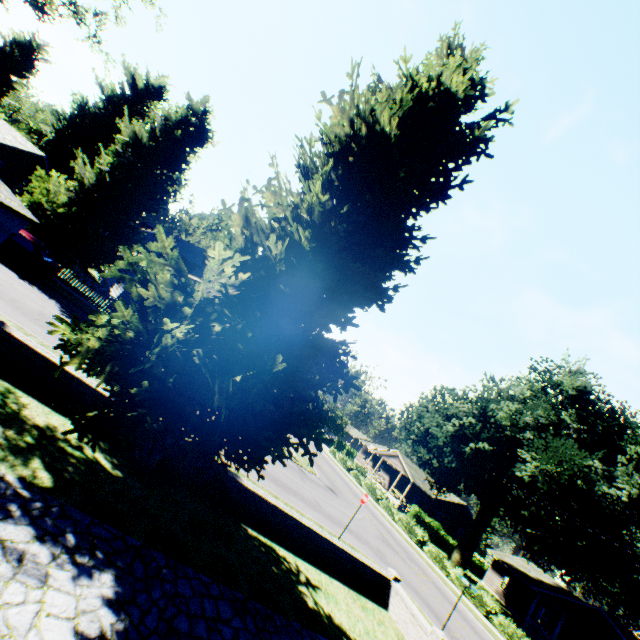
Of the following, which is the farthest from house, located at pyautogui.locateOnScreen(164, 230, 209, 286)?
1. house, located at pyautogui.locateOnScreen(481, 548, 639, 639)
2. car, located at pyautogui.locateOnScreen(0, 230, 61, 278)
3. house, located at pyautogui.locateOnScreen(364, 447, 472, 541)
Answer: house, located at pyautogui.locateOnScreen(481, 548, 639, 639)

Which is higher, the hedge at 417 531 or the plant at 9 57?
the plant at 9 57

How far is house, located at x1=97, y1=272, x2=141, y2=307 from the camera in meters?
25.0

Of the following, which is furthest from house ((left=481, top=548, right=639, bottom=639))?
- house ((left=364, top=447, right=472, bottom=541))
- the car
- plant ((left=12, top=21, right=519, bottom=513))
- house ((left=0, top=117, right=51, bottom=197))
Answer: the car

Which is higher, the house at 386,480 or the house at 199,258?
the house at 199,258

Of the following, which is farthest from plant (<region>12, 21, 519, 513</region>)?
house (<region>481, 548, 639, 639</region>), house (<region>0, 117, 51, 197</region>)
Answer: house (<region>481, 548, 639, 639</region>)

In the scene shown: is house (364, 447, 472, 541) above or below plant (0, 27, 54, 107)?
below

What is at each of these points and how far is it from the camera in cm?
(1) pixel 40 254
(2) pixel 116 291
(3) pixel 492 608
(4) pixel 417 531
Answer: (1) car, 1666
(2) house, 2633
(3) hedge, 2227
(4) hedge, 2989
